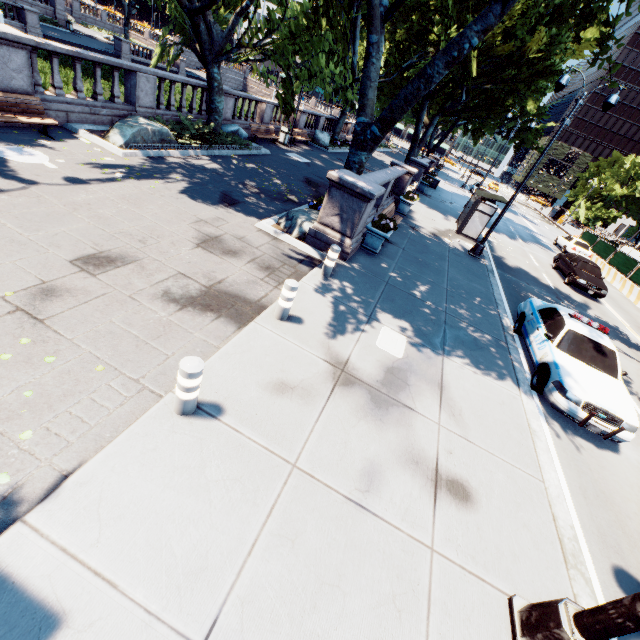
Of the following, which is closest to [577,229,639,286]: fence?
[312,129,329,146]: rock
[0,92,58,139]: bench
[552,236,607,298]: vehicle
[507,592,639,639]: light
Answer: [552,236,607,298]: vehicle

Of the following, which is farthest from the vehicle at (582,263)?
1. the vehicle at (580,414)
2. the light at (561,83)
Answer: the vehicle at (580,414)

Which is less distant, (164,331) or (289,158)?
(164,331)

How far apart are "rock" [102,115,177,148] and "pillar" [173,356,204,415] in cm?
1065

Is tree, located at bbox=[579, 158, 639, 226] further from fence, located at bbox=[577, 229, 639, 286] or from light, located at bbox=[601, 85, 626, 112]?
fence, located at bbox=[577, 229, 639, 286]

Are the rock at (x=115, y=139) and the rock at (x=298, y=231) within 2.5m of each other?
no

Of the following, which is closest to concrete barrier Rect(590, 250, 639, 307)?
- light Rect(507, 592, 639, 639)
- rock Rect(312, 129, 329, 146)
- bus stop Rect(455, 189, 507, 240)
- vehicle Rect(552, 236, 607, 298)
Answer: vehicle Rect(552, 236, 607, 298)

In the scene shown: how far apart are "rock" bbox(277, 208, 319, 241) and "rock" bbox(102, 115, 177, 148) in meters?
5.7
